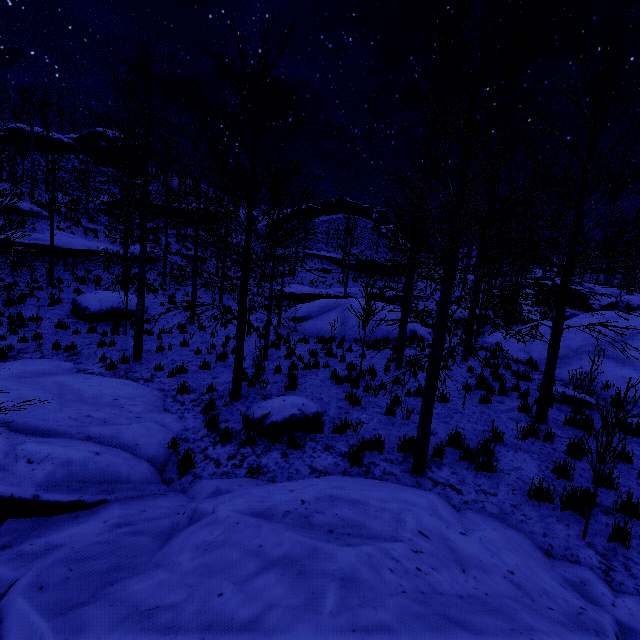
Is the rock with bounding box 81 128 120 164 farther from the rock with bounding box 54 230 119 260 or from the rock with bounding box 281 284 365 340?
the rock with bounding box 281 284 365 340

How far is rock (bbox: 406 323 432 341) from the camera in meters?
18.6 m

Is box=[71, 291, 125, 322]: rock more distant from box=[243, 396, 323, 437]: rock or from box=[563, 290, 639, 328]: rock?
box=[563, 290, 639, 328]: rock

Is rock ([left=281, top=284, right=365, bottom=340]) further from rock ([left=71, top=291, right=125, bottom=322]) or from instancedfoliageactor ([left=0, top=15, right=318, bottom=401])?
rock ([left=71, top=291, right=125, bottom=322])

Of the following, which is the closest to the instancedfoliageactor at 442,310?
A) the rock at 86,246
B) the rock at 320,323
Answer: the rock at 320,323

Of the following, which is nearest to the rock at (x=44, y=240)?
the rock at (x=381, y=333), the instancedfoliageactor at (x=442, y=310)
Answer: the rock at (x=381, y=333)

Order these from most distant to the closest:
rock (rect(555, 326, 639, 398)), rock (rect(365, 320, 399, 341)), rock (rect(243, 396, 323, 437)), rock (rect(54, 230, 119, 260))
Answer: rock (rect(54, 230, 119, 260))
rock (rect(365, 320, 399, 341))
rock (rect(555, 326, 639, 398))
rock (rect(243, 396, 323, 437))

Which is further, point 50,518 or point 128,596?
point 50,518
